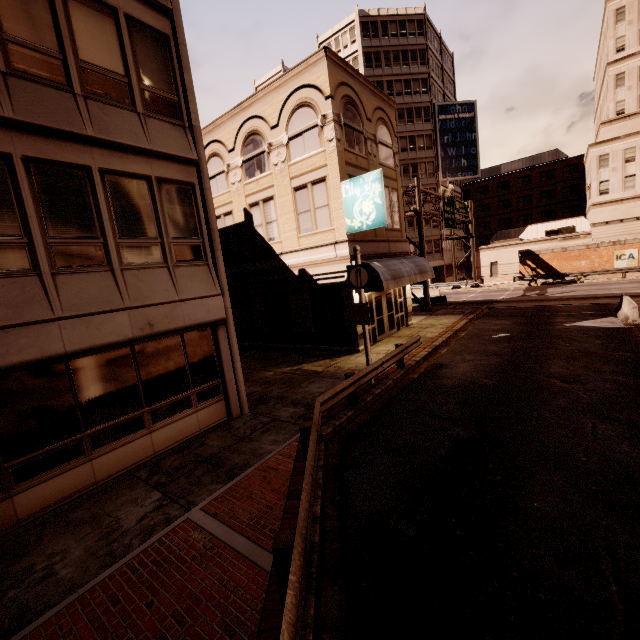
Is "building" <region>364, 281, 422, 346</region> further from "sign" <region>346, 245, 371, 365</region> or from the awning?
"sign" <region>346, 245, 371, 365</region>

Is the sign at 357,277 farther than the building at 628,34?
No

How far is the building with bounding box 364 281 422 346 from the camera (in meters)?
17.04

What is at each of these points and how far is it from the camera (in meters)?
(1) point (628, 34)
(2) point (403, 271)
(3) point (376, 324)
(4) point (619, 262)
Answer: (1) building, 37.25
(2) awning, 16.23
(3) building, 17.42
(4) sign, 32.38

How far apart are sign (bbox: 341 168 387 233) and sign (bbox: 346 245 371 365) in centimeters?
354cm

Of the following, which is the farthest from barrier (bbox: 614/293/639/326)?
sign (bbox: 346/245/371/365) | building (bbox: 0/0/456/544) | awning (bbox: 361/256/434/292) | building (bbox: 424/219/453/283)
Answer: building (bbox: 424/219/453/283)

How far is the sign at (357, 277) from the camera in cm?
1063

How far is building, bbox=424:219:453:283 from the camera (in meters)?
48.28
